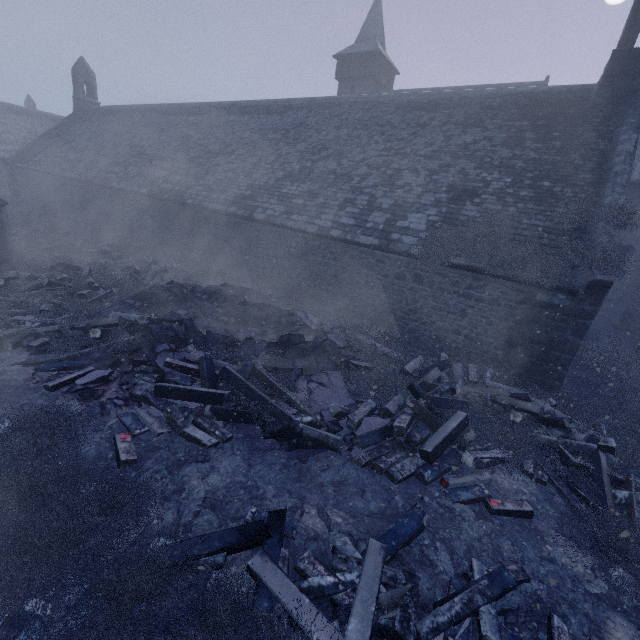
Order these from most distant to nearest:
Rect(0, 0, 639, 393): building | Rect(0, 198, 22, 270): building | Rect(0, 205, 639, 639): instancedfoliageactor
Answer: Rect(0, 198, 22, 270): building < Rect(0, 0, 639, 393): building < Rect(0, 205, 639, 639): instancedfoliageactor

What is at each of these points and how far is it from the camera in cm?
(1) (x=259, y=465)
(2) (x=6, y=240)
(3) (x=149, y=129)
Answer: (1) instancedfoliageactor, 502
(2) building, 1088
(3) building, 2325

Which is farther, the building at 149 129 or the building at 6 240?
the building at 6 240

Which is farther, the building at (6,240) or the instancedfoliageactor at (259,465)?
the building at (6,240)

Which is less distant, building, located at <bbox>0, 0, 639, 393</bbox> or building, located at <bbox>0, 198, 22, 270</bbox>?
building, located at <bbox>0, 0, 639, 393</bbox>

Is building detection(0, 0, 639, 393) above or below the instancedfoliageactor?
above

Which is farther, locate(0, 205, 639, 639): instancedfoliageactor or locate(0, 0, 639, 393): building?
locate(0, 0, 639, 393): building
